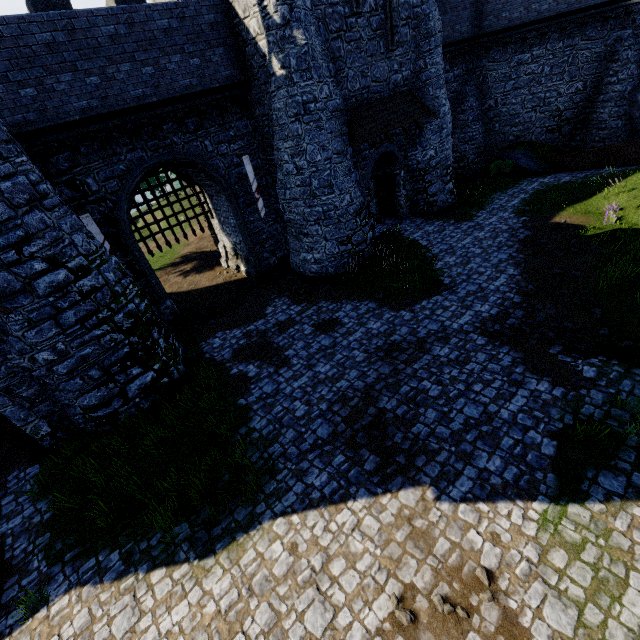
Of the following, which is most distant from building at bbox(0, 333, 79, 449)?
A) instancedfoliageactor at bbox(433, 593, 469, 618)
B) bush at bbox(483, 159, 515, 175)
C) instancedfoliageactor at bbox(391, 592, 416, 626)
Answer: instancedfoliageactor at bbox(433, 593, 469, 618)

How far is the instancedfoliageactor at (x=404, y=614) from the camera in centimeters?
533cm

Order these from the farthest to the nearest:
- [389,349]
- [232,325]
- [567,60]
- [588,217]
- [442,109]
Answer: [567,60] < [442,109] < [588,217] < [232,325] < [389,349]

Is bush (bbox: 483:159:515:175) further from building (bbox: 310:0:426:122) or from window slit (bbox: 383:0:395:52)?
window slit (bbox: 383:0:395:52)

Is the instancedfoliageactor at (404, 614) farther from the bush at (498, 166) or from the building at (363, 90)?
the bush at (498, 166)

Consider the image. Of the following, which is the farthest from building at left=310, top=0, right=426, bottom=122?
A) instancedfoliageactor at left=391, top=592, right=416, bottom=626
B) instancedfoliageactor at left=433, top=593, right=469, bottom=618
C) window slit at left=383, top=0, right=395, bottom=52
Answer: instancedfoliageactor at left=433, top=593, right=469, bottom=618

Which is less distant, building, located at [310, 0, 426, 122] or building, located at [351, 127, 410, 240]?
building, located at [310, 0, 426, 122]

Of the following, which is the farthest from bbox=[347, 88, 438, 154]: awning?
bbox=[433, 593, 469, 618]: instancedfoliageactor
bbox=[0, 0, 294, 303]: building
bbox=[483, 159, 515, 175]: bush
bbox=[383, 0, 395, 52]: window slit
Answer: bbox=[433, 593, 469, 618]: instancedfoliageactor
